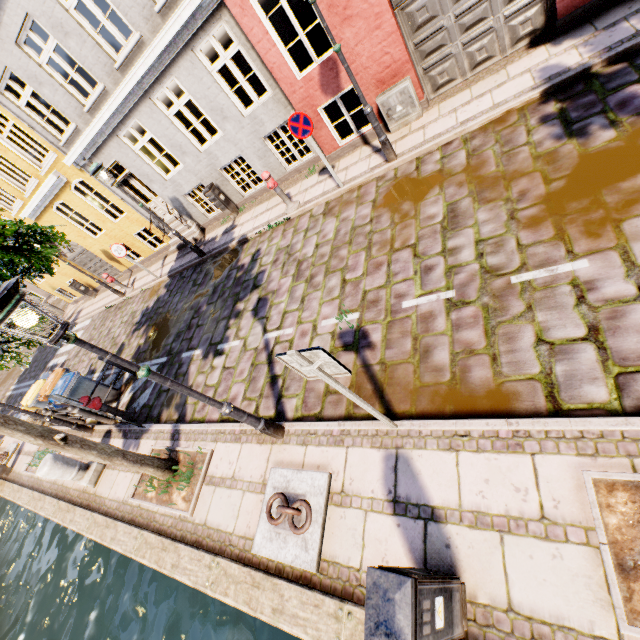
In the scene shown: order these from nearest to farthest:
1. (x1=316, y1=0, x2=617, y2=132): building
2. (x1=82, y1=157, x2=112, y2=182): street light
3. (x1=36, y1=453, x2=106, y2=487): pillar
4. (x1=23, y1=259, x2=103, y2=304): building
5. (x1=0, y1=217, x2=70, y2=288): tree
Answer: (x1=0, y1=217, x2=70, y2=288): tree
(x1=316, y1=0, x2=617, y2=132): building
(x1=36, y1=453, x2=106, y2=487): pillar
(x1=82, y1=157, x2=112, y2=182): street light
(x1=23, y1=259, x2=103, y2=304): building

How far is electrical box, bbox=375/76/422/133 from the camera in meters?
7.0

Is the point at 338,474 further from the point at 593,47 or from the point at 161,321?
the point at 161,321

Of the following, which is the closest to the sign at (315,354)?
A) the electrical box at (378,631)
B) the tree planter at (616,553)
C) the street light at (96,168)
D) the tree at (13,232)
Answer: the electrical box at (378,631)

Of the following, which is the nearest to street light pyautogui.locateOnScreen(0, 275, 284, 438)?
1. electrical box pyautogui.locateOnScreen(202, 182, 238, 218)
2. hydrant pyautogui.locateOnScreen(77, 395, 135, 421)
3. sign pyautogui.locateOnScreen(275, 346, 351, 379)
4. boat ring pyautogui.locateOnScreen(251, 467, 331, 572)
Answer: boat ring pyautogui.locateOnScreen(251, 467, 331, 572)

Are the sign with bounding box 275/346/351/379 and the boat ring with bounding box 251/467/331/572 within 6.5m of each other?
yes

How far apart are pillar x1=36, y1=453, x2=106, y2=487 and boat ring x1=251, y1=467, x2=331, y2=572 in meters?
5.2

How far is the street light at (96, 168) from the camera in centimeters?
852cm
